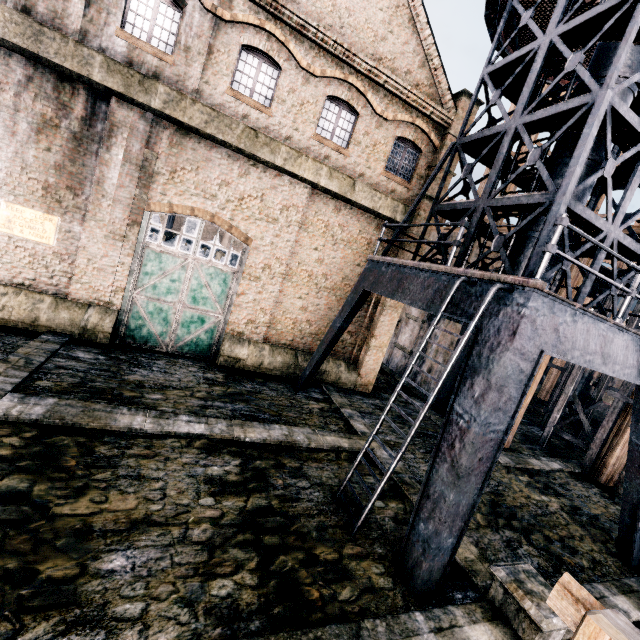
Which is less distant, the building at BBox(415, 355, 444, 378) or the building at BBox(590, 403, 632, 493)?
the building at BBox(590, 403, 632, 493)

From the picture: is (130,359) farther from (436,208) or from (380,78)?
(380,78)

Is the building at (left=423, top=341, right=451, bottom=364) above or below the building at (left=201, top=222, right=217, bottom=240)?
below

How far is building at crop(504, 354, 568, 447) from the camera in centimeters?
1608cm

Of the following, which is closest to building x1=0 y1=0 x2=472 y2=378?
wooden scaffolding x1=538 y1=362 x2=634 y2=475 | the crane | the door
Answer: the door

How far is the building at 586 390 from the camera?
33.2 meters

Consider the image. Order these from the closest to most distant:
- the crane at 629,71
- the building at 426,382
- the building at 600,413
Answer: the crane at 629,71 → the building at 426,382 → the building at 600,413

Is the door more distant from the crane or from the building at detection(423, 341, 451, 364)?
the crane
